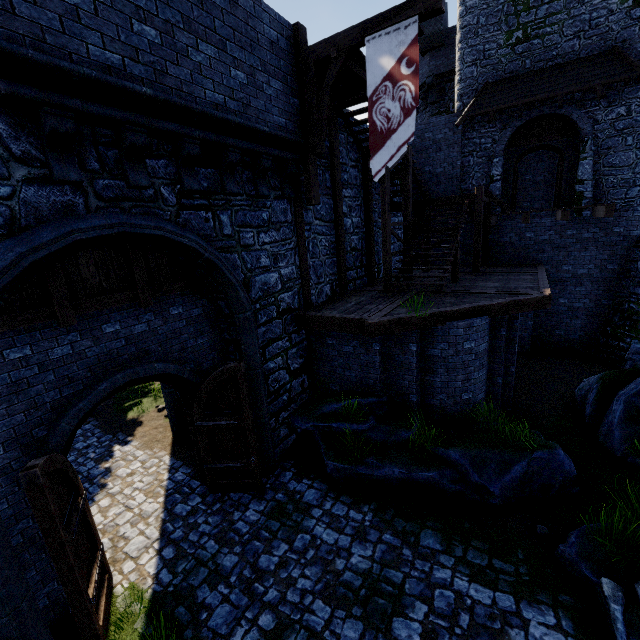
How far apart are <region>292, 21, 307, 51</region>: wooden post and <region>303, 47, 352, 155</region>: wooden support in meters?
0.2

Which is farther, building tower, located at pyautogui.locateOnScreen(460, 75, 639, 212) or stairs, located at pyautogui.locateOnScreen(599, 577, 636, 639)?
building tower, located at pyautogui.locateOnScreen(460, 75, 639, 212)

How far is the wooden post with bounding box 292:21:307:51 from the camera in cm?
750

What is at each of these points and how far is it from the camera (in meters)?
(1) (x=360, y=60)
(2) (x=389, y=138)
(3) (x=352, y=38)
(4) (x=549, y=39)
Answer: (1) walkway, 7.67
(2) flag, 6.91
(3) wooden beam, 6.90
(4) building tower, 12.59

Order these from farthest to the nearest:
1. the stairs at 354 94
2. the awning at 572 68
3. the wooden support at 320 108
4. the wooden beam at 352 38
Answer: the awning at 572 68 < the stairs at 354 94 < the wooden support at 320 108 < the wooden beam at 352 38

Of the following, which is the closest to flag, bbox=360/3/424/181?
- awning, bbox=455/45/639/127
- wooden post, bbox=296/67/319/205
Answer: wooden post, bbox=296/67/319/205

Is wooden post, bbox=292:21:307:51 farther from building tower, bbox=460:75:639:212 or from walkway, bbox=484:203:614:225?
building tower, bbox=460:75:639:212

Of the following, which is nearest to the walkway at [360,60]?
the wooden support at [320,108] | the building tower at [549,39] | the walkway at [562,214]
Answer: the wooden support at [320,108]
